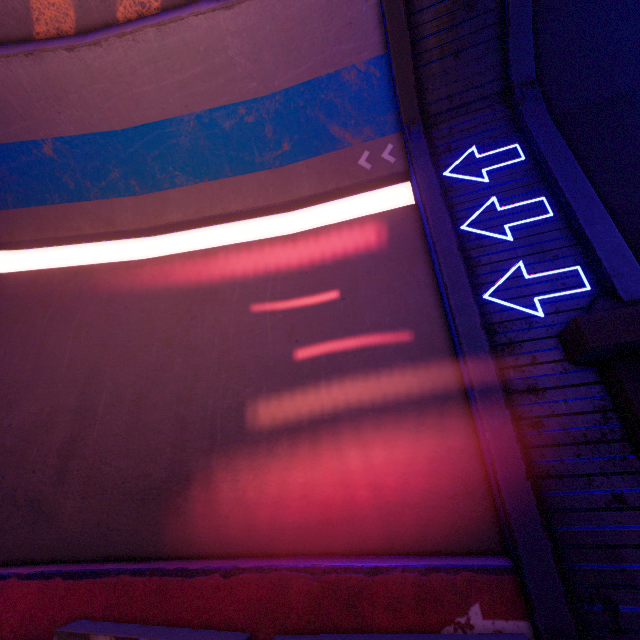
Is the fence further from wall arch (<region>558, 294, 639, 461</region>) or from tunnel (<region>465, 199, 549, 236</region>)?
wall arch (<region>558, 294, 639, 461</region>)

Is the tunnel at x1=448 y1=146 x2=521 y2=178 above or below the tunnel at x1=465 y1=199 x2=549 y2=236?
above

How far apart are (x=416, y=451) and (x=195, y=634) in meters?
3.5 m

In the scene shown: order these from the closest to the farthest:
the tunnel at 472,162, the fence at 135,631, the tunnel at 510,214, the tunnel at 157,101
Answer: the fence at 135,631, the tunnel at 157,101, the tunnel at 510,214, the tunnel at 472,162

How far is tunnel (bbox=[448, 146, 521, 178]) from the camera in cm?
611

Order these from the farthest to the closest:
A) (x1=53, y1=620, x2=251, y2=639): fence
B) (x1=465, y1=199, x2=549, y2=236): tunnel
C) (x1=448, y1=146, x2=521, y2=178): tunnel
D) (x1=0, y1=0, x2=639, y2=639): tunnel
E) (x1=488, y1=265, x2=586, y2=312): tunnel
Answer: (x1=448, y1=146, x2=521, y2=178): tunnel
(x1=465, y1=199, x2=549, y2=236): tunnel
(x1=488, y1=265, x2=586, y2=312): tunnel
(x1=0, y1=0, x2=639, y2=639): tunnel
(x1=53, y1=620, x2=251, y2=639): fence

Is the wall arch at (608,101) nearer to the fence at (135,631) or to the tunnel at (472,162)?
the tunnel at (472,162)
